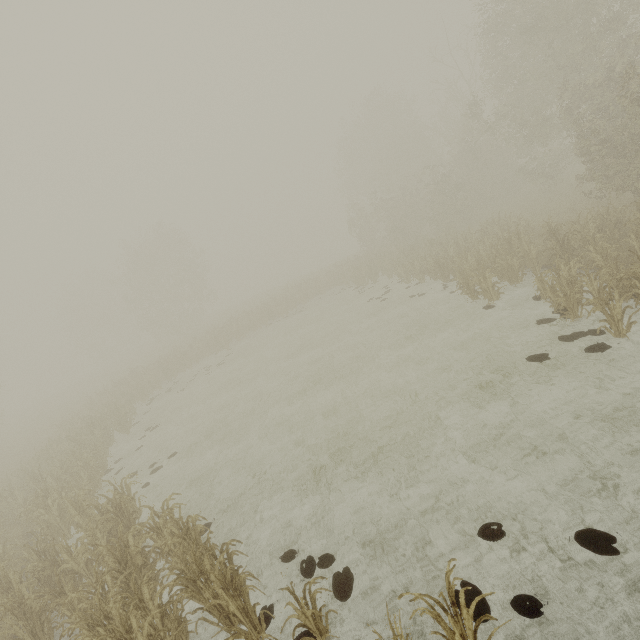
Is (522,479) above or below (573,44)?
below

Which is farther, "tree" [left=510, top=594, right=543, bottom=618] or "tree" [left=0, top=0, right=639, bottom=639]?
"tree" [left=0, top=0, right=639, bottom=639]

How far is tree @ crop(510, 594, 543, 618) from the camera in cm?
413

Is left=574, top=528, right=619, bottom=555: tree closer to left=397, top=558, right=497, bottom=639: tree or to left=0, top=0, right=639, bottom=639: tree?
left=397, top=558, right=497, bottom=639: tree

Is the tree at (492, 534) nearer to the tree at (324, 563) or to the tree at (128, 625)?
the tree at (324, 563)

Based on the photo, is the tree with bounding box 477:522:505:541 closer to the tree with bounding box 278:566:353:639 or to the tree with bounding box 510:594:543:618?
the tree with bounding box 510:594:543:618

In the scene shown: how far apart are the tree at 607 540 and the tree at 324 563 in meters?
4.0 m

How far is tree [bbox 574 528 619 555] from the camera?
4.4m
